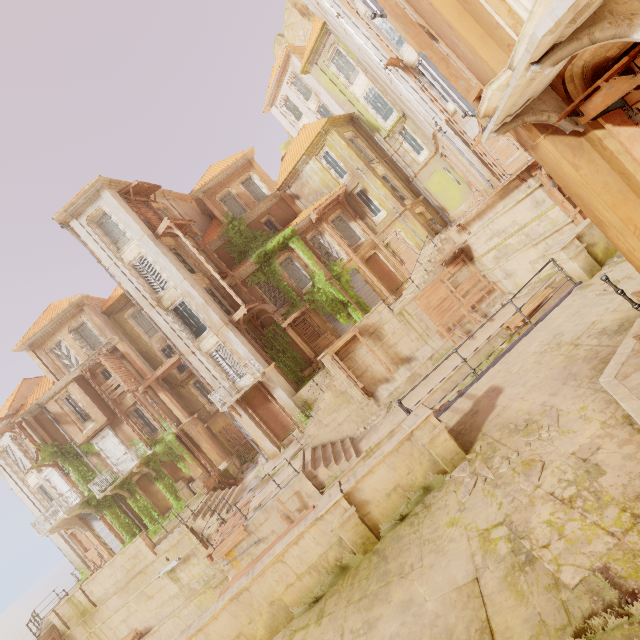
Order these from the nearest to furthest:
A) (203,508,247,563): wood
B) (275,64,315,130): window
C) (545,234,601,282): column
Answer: (545,234,601,282): column → (203,508,247,563): wood → (275,64,315,130): window

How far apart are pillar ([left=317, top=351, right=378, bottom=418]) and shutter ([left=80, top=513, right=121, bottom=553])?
21.0m

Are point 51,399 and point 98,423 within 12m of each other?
yes

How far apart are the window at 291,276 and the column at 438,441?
17.20m

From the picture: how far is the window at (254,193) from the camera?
26.0 meters

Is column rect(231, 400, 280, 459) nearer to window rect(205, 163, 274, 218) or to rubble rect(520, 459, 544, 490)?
window rect(205, 163, 274, 218)

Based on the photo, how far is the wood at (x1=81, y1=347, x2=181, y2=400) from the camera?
22.6m

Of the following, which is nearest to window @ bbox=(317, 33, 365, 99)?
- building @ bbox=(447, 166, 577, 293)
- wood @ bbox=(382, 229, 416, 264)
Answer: wood @ bbox=(382, 229, 416, 264)
